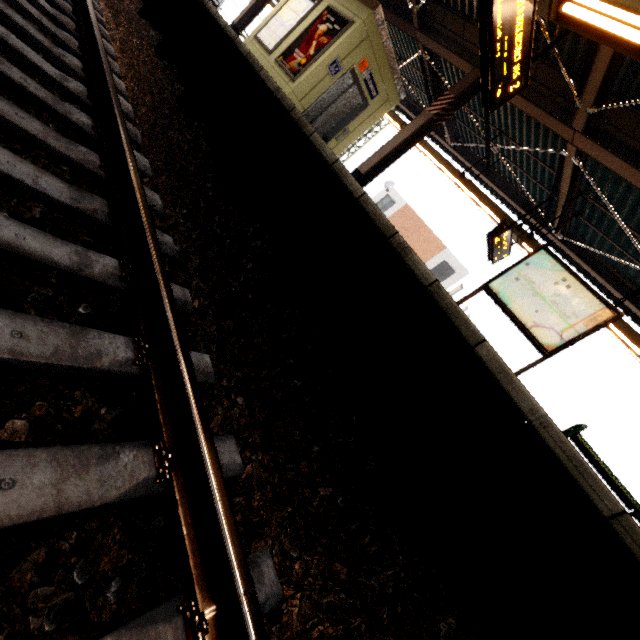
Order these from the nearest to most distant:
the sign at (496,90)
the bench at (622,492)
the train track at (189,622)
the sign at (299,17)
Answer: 1. the train track at (189,622)
2. the sign at (496,90)
3. the bench at (622,492)
4. the sign at (299,17)

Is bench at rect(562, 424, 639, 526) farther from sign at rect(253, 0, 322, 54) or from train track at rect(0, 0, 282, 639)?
sign at rect(253, 0, 322, 54)

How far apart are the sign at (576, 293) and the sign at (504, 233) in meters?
2.3 m

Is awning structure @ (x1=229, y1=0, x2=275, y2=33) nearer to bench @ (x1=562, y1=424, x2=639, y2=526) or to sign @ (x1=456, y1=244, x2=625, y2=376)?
bench @ (x1=562, y1=424, x2=639, y2=526)

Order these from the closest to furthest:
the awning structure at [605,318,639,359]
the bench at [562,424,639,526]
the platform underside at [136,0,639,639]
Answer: the platform underside at [136,0,639,639] < the bench at [562,424,639,526] < the awning structure at [605,318,639,359]

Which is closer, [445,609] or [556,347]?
[445,609]

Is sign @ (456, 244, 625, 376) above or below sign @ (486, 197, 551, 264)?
below

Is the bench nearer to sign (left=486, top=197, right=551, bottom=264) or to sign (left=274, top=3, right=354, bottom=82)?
sign (left=486, top=197, right=551, bottom=264)
